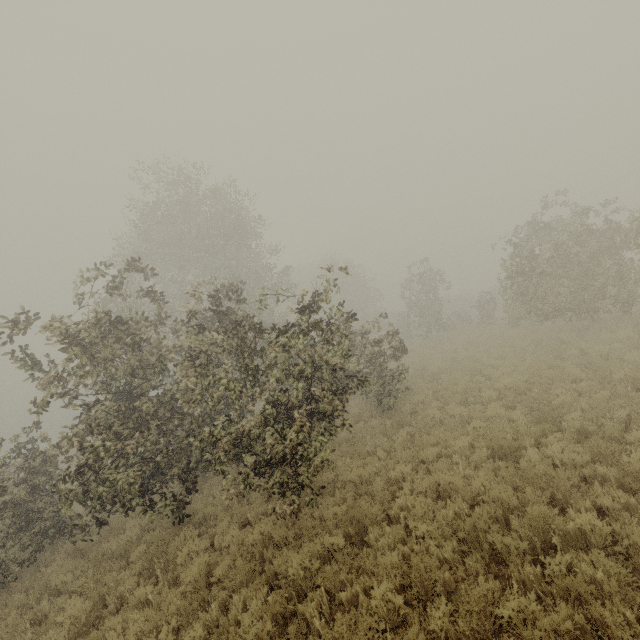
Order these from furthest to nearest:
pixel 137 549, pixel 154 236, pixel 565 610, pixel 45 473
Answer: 1. pixel 154 236
2. pixel 45 473
3. pixel 137 549
4. pixel 565 610
